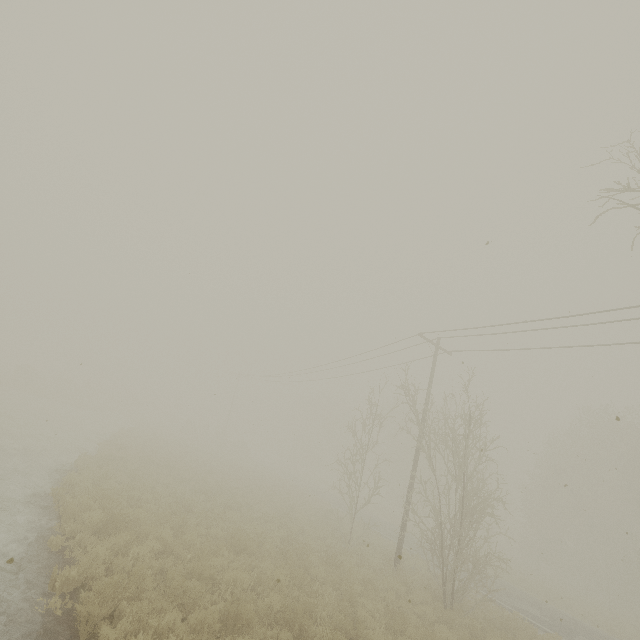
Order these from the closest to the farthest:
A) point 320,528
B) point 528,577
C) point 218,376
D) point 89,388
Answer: point 320,528 < point 528,577 < point 218,376 < point 89,388
